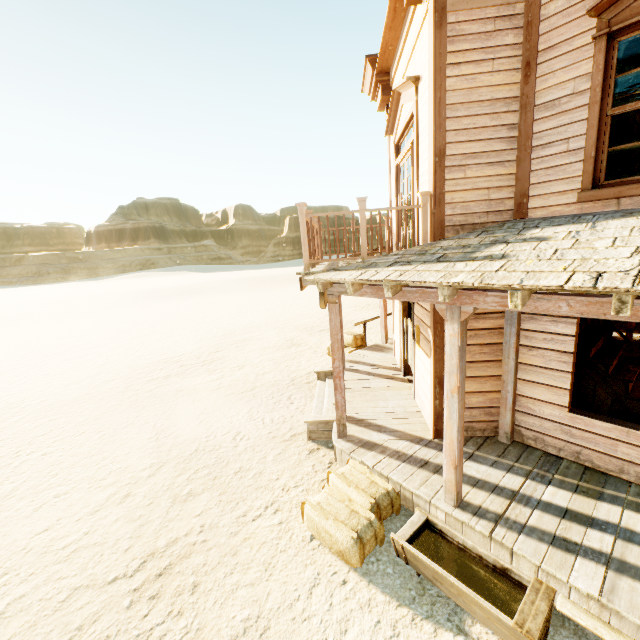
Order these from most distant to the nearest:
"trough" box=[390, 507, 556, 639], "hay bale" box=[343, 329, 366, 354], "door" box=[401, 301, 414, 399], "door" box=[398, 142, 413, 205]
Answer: "hay bale" box=[343, 329, 366, 354] → "door" box=[401, 301, 414, 399] → "door" box=[398, 142, 413, 205] → "trough" box=[390, 507, 556, 639]

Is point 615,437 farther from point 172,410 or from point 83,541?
point 172,410

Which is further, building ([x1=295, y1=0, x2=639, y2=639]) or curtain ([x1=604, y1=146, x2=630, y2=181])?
curtain ([x1=604, y1=146, x2=630, y2=181])

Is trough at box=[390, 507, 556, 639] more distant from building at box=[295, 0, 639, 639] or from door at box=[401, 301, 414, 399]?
door at box=[401, 301, 414, 399]

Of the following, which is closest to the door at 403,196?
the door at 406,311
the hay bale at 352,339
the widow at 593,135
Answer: the door at 406,311

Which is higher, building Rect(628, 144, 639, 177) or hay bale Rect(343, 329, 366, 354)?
building Rect(628, 144, 639, 177)

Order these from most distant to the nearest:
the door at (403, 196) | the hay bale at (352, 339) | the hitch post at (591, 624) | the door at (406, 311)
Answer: the hay bale at (352, 339), the door at (406, 311), the door at (403, 196), the hitch post at (591, 624)

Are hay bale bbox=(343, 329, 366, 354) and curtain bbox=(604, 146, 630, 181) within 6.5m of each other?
no
